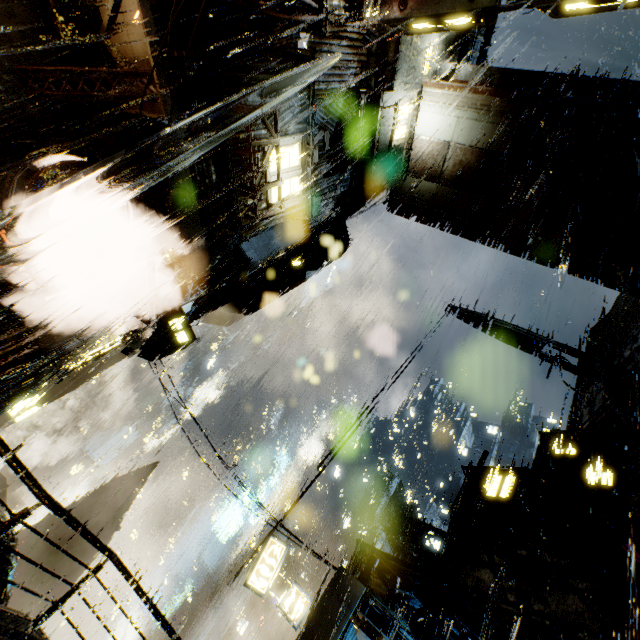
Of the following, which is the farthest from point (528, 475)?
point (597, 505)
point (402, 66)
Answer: point (402, 66)

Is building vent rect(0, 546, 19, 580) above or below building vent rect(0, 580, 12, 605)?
above

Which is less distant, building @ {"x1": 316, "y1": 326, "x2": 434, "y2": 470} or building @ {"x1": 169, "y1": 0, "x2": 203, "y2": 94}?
building @ {"x1": 169, "y1": 0, "x2": 203, "y2": 94}

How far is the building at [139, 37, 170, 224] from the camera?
6.5 meters

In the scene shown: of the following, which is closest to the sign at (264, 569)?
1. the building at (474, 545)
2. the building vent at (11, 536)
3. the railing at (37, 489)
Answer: the building at (474, 545)

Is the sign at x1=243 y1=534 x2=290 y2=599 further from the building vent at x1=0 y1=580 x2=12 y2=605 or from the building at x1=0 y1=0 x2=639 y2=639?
the building vent at x1=0 y1=580 x2=12 y2=605

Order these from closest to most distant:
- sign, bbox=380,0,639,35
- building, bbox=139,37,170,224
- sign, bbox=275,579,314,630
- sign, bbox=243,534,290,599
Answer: sign, bbox=380,0,639,35 < building, bbox=139,37,170,224 < sign, bbox=275,579,314,630 < sign, bbox=243,534,290,599

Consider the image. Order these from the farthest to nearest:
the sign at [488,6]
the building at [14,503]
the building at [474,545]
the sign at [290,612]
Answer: the building at [14,503]
the sign at [290,612]
the building at [474,545]
the sign at [488,6]
